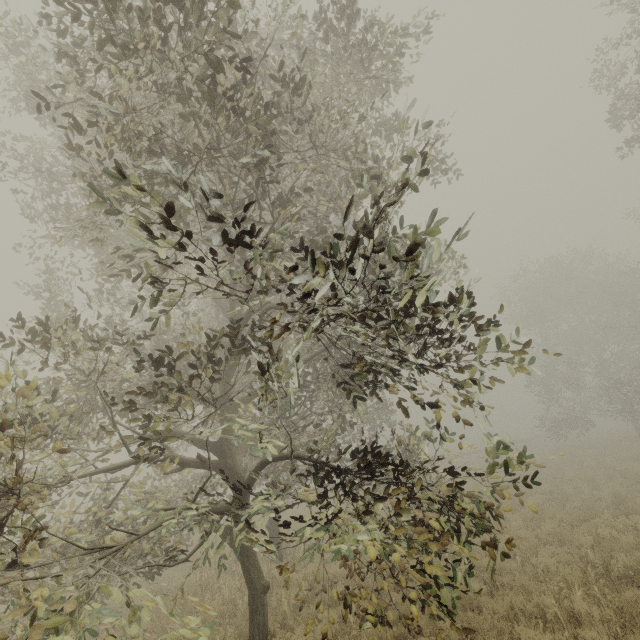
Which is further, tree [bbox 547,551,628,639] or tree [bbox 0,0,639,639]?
tree [bbox 547,551,628,639]

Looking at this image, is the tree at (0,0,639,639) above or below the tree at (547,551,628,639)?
above

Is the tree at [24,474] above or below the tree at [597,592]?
above

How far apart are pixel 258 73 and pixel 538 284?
30.9 meters

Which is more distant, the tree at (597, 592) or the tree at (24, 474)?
the tree at (597, 592)
